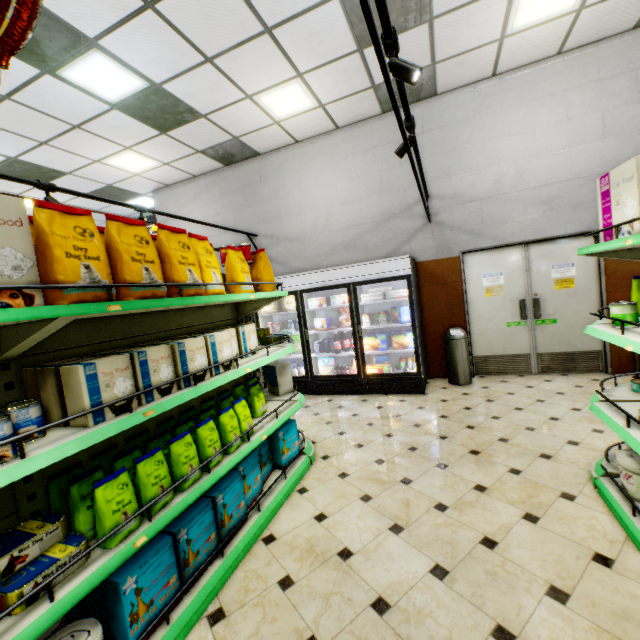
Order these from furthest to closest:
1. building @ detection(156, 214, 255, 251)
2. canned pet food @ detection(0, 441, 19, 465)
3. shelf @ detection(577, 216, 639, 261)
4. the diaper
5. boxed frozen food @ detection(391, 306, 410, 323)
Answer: building @ detection(156, 214, 255, 251) → boxed frozen food @ detection(391, 306, 410, 323) → the diaper → shelf @ detection(577, 216, 639, 261) → canned pet food @ detection(0, 441, 19, 465)

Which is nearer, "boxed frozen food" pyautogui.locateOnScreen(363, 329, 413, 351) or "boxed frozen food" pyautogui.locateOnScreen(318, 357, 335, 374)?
"boxed frozen food" pyautogui.locateOnScreen(363, 329, 413, 351)

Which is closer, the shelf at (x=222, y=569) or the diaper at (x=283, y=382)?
the shelf at (x=222, y=569)

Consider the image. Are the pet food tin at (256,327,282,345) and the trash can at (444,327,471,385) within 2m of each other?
no

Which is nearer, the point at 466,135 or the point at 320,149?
the point at 466,135

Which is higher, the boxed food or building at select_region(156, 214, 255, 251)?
building at select_region(156, 214, 255, 251)

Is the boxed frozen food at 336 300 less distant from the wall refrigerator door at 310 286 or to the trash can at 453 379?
the wall refrigerator door at 310 286

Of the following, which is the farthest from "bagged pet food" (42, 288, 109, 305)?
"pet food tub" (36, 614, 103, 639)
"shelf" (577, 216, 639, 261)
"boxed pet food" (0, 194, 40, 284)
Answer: "shelf" (577, 216, 639, 261)
